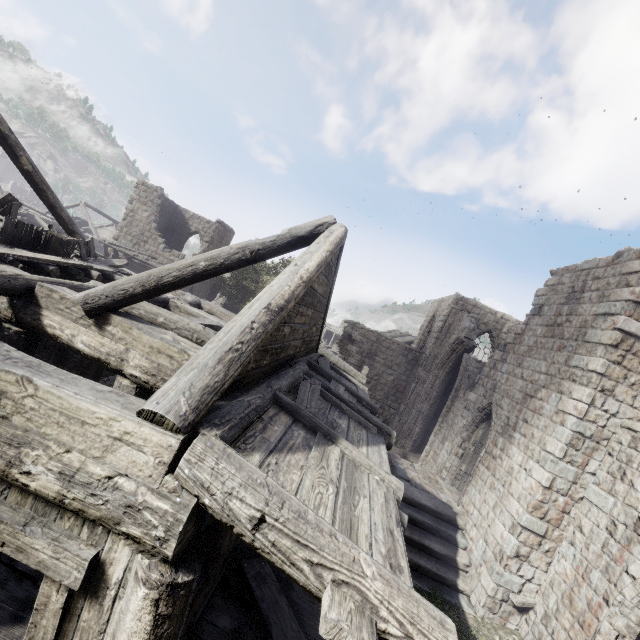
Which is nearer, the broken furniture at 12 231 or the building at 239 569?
the building at 239 569

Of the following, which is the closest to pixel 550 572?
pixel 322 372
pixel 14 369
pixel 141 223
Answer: pixel 322 372

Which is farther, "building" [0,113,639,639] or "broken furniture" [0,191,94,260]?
"broken furniture" [0,191,94,260]
